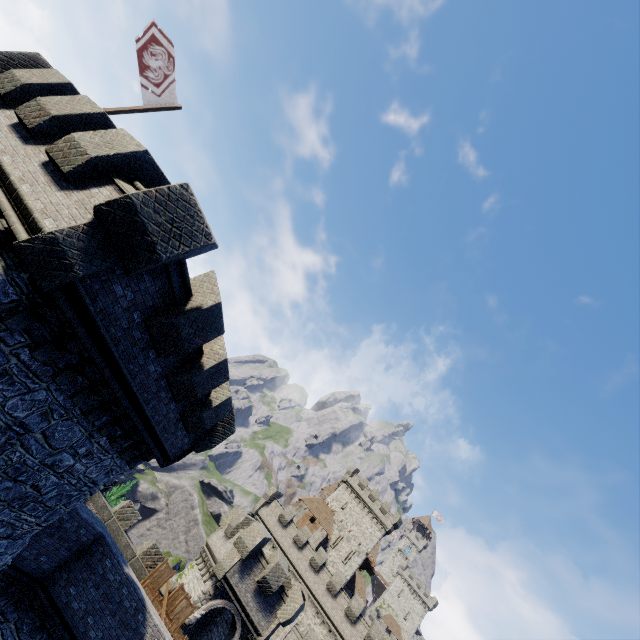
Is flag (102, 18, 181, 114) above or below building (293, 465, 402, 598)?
below

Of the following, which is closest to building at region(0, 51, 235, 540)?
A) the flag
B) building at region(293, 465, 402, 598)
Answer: the flag

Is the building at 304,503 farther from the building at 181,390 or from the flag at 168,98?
the flag at 168,98

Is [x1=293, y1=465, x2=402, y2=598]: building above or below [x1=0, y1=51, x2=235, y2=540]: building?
above

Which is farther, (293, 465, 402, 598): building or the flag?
(293, 465, 402, 598): building

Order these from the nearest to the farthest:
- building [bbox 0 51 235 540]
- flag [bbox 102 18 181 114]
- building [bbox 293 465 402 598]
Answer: building [bbox 0 51 235 540] < flag [bbox 102 18 181 114] < building [bbox 293 465 402 598]

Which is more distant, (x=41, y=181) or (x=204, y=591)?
(x=204, y=591)

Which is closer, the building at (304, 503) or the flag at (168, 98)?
the flag at (168, 98)
